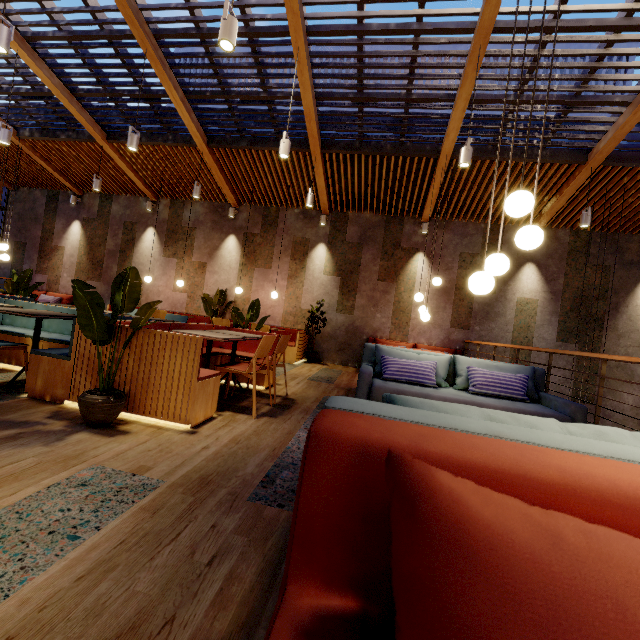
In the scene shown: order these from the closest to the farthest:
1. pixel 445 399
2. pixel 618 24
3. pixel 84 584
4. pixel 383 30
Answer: pixel 84 584 → pixel 445 399 → pixel 618 24 → pixel 383 30

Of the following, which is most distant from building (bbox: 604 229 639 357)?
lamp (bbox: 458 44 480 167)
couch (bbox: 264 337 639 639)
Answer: lamp (bbox: 458 44 480 167)

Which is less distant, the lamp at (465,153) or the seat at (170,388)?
the seat at (170,388)

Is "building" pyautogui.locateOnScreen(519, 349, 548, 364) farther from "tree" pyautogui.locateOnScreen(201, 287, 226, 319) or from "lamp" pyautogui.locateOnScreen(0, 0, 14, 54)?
"lamp" pyautogui.locateOnScreen(0, 0, 14, 54)

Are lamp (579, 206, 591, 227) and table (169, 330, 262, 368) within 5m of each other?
no

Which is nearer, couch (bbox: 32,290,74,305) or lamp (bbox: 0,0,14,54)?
lamp (bbox: 0,0,14,54)

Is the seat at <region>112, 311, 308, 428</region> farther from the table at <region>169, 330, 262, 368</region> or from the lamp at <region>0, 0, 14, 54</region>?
the lamp at <region>0, 0, 14, 54</region>

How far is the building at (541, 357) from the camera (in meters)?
7.92
